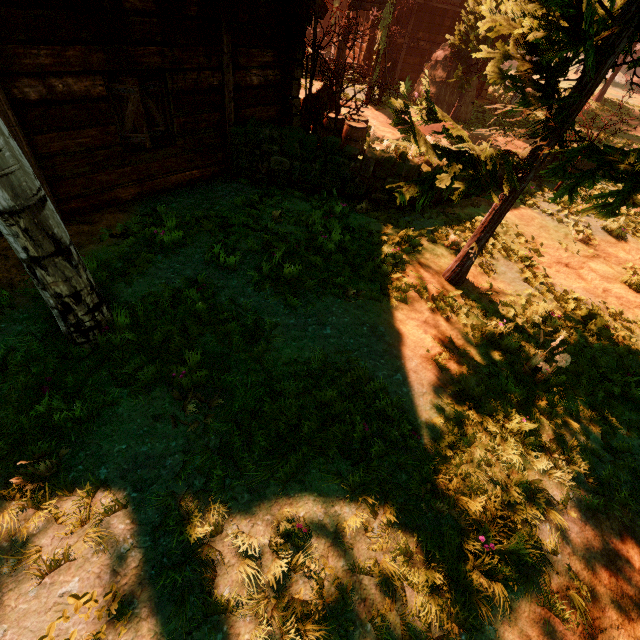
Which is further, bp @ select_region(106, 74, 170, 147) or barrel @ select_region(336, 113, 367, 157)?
barrel @ select_region(336, 113, 367, 157)

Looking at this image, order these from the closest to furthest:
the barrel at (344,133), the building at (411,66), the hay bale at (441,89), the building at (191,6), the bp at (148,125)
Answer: the building at (191,6), the bp at (148,125), the barrel at (344,133), the hay bale at (441,89), the building at (411,66)

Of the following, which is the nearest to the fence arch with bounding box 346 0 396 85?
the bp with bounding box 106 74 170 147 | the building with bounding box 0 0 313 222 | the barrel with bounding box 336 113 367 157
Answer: the building with bounding box 0 0 313 222

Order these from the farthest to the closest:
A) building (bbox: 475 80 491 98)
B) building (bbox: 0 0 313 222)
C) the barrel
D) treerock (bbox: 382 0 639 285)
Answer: building (bbox: 475 80 491 98), the barrel, building (bbox: 0 0 313 222), treerock (bbox: 382 0 639 285)

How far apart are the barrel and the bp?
4.95m

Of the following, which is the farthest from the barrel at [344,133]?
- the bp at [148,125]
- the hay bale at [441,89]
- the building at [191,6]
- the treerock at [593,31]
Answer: the hay bale at [441,89]

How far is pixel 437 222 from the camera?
8.1 meters

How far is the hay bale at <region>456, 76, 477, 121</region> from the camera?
16.0 meters
